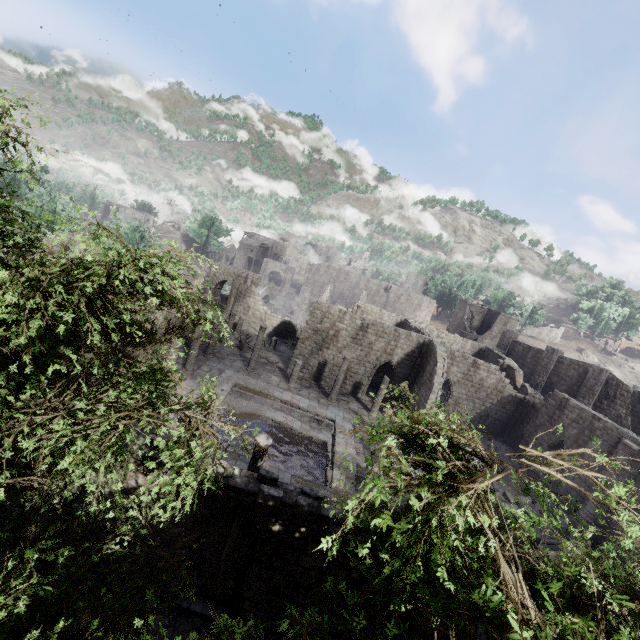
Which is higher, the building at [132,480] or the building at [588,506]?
the building at [132,480]

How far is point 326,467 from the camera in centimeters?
1784cm

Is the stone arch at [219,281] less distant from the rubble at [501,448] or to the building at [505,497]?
the building at [505,497]

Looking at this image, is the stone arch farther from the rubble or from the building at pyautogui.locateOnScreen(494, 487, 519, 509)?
the rubble

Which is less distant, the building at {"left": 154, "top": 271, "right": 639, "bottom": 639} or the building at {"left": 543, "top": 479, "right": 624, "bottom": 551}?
the building at {"left": 154, "top": 271, "right": 639, "bottom": 639}

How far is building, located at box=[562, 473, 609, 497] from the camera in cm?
1835
